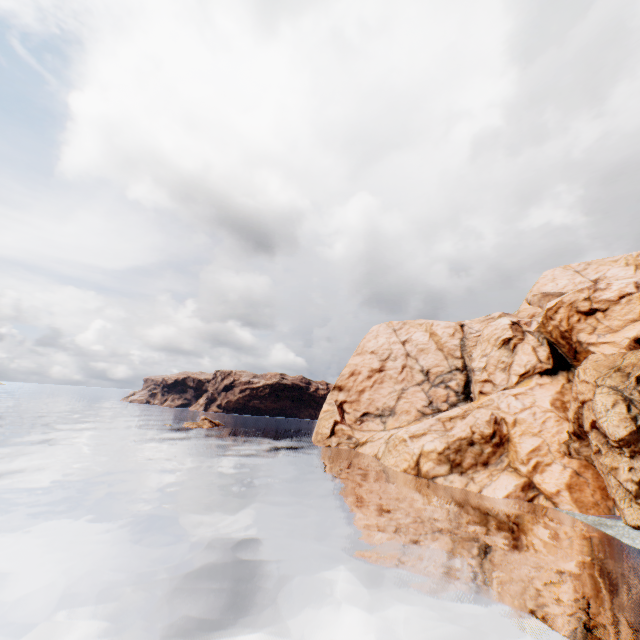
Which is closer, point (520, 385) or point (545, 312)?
point (520, 385)
